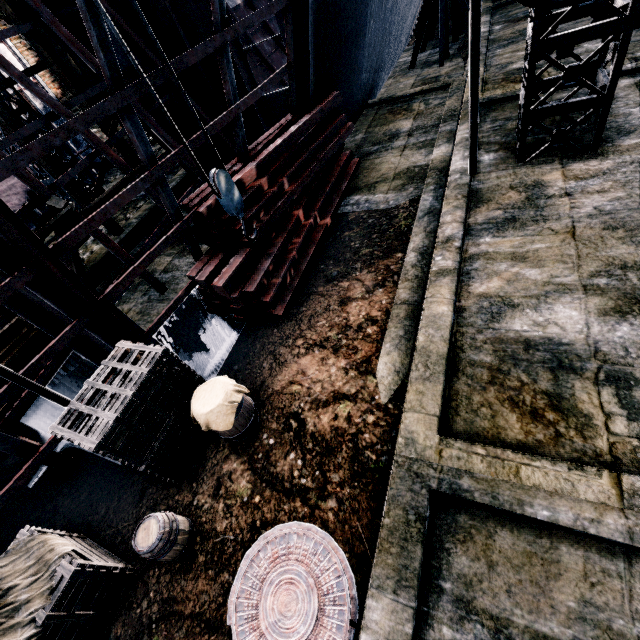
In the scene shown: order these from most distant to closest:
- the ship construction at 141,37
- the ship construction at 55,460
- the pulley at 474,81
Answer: the ship construction at 141,37 → the ship construction at 55,460 → the pulley at 474,81

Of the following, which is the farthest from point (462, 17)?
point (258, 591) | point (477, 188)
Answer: point (258, 591)

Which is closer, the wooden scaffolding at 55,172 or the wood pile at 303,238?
the wood pile at 303,238

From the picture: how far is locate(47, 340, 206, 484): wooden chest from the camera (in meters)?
4.73

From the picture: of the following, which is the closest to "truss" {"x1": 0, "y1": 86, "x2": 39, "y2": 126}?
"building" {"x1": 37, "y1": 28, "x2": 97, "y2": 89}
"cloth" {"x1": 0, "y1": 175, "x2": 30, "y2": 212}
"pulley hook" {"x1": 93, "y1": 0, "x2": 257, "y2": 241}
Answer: "cloth" {"x1": 0, "y1": 175, "x2": 30, "y2": 212}

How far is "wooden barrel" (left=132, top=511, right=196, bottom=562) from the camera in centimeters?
436cm

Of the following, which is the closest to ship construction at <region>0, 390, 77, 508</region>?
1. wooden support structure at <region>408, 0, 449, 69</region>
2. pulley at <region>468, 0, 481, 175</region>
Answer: pulley at <region>468, 0, 481, 175</region>

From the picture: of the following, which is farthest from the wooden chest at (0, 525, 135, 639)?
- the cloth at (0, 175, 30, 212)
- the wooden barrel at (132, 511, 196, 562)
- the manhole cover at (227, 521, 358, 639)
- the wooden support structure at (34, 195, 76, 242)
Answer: the cloth at (0, 175, 30, 212)
